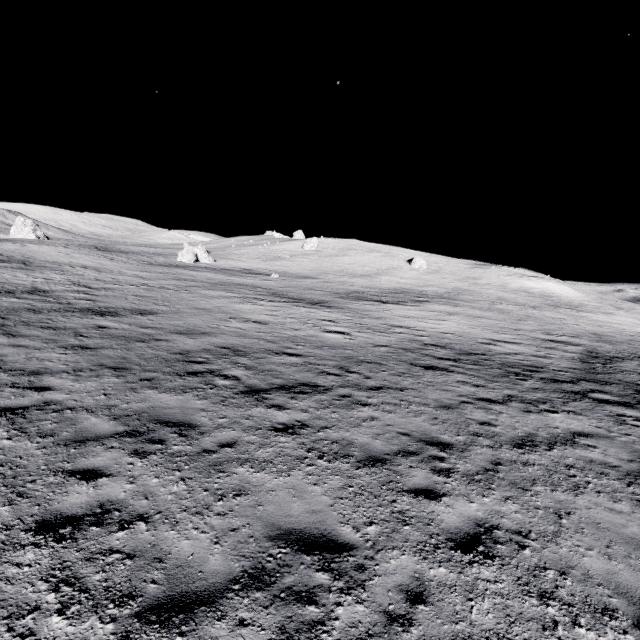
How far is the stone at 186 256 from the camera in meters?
51.3

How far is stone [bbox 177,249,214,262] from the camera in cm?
5128

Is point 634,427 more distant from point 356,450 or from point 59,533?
point 59,533
